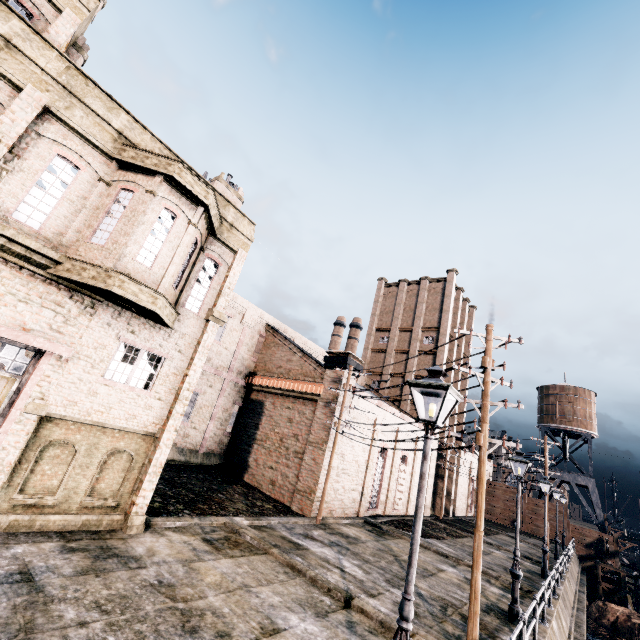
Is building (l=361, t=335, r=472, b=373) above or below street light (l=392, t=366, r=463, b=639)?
above

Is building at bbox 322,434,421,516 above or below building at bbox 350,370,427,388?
below

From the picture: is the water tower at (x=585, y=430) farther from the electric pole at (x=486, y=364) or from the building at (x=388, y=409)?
the electric pole at (x=486, y=364)

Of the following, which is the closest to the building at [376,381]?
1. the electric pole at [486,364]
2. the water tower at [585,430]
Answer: the electric pole at [486,364]

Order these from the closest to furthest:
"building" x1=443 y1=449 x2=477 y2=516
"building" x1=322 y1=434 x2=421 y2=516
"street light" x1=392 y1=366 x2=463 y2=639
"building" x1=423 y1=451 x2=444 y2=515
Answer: "street light" x1=392 y1=366 x2=463 y2=639 → "building" x1=322 y1=434 x2=421 y2=516 → "building" x1=423 y1=451 x2=444 y2=515 → "building" x1=443 y1=449 x2=477 y2=516

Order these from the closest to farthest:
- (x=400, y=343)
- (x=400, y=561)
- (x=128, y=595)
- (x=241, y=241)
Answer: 1. (x=128, y=595)
2. (x=241, y=241)
3. (x=400, y=561)
4. (x=400, y=343)

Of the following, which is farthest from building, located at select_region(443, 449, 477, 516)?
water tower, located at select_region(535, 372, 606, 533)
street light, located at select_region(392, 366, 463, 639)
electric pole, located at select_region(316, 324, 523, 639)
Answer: street light, located at select_region(392, 366, 463, 639)

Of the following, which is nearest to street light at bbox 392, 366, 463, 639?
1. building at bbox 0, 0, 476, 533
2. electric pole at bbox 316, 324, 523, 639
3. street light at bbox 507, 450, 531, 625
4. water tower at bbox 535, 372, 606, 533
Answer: electric pole at bbox 316, 324, 523, 639
